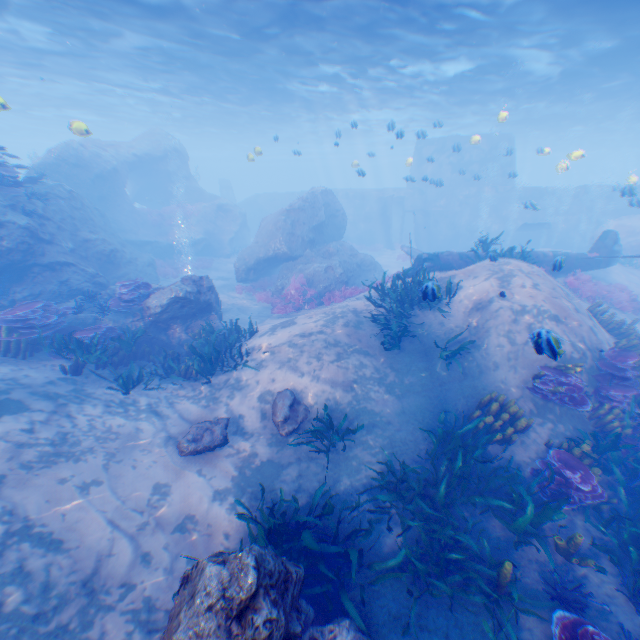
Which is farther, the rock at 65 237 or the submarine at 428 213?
the submarine at 428 213

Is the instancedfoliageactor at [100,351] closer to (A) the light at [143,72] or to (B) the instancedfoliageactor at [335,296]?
(B) the instancedfoliageactor at [335,296]

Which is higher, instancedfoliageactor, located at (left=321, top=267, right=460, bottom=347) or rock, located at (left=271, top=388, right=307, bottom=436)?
instancedfoliageactor, located at (left=321, top=267, right=460, bottom=347)

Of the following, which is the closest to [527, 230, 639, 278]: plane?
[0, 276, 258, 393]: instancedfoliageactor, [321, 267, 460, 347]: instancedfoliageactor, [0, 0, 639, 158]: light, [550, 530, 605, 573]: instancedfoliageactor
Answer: [321, 267, 460, 347]: instancedfoliageactor

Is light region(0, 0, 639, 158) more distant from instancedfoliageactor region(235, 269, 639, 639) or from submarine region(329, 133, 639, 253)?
instancedfoliageactor region(235, 269, 639, 639)

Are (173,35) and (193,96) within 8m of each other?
no

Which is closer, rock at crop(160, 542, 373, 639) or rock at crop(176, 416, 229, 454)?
rock at crop(160, 542, 373, 639)

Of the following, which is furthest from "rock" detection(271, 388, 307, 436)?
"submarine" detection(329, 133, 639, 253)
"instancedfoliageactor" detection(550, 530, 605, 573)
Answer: "instancedfoliageactor" detection(550, 530, 605, 573)
